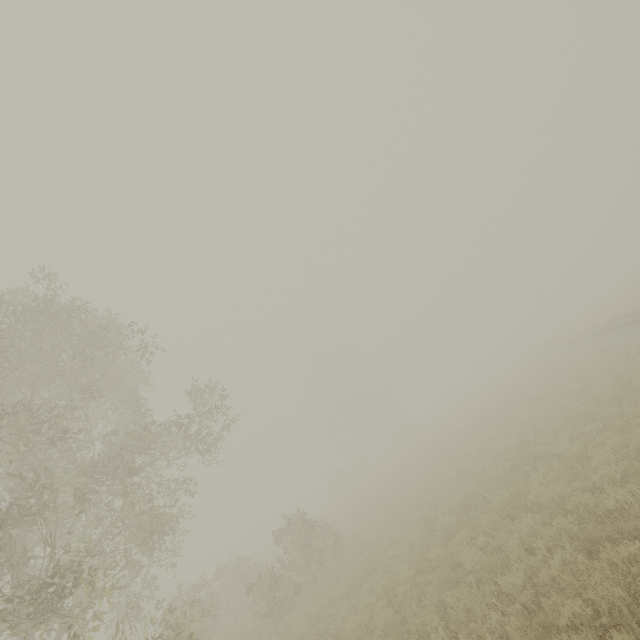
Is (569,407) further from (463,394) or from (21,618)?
(463,394)
